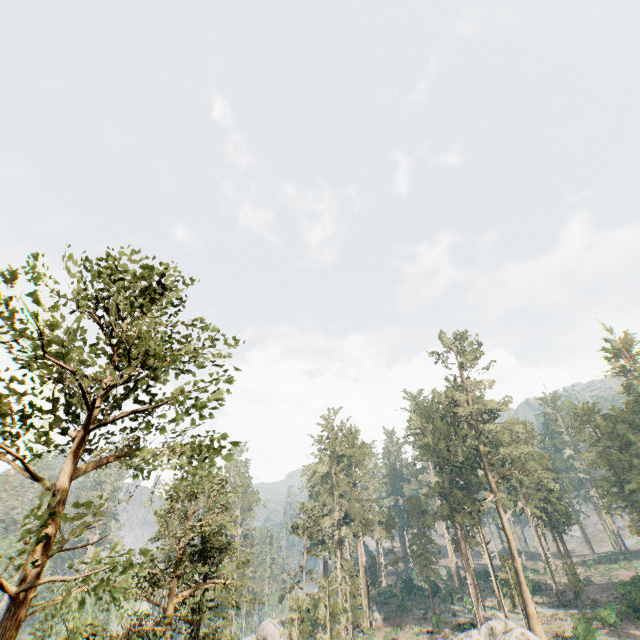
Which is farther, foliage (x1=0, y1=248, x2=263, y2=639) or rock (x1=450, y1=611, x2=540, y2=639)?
rock (x1=450, y1=611, x2=540, y2=639)

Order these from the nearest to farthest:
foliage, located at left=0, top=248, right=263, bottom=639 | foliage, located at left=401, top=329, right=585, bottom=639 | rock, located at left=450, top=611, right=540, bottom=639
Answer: foliage, located at left=0, top=248, right=263, bottom=639 → rock, located at left=450, top=611, right=540, bottom=639 → foliage, located at left=401, top=329, right=585, bottom=639

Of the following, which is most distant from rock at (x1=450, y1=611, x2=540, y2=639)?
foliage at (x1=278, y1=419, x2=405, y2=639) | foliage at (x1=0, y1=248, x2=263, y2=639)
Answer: foliage at (x1=278, y1=419, x2=405, y2=639)

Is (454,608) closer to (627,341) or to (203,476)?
(627,341)

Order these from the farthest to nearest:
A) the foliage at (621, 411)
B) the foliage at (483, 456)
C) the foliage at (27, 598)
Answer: the foliage at (621, 411)
the foliage at (483, 456)
the foliage at (27, 598)

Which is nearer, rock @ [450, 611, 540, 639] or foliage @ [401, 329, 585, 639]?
rock @ [450, 611, 540, 639]

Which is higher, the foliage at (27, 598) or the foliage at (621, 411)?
the foliage at (621, 411)

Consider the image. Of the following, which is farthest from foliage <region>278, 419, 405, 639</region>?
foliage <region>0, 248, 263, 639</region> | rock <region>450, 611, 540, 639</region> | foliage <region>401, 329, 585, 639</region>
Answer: foliage <region>401, 329, 585, 639</region>
